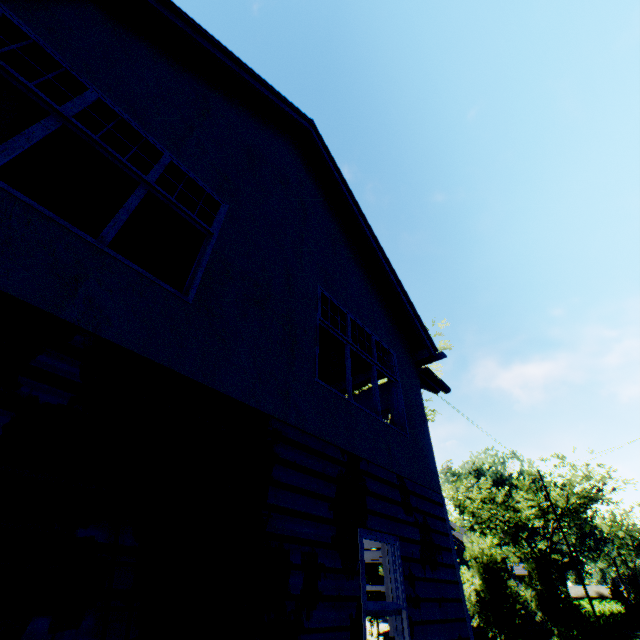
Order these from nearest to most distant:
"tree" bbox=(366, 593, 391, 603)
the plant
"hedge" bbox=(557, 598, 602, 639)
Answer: "tree" bbox=(366, 593, 391, 603) → "hedge" bbox=(557, 598, 602, 639) → the plant

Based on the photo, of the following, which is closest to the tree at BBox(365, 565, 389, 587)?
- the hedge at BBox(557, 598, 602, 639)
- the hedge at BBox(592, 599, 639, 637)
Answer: the hedge at BBox(557, 598, 602, 639)

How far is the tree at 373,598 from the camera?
20.48m

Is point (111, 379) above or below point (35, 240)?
below

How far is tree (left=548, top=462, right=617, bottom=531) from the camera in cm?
2833

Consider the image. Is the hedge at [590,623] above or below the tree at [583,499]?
below

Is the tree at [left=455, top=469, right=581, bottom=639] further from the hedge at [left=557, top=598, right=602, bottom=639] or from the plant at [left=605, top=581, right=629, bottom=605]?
the plant at [left=605, top=581, right=629, bottom=605]
